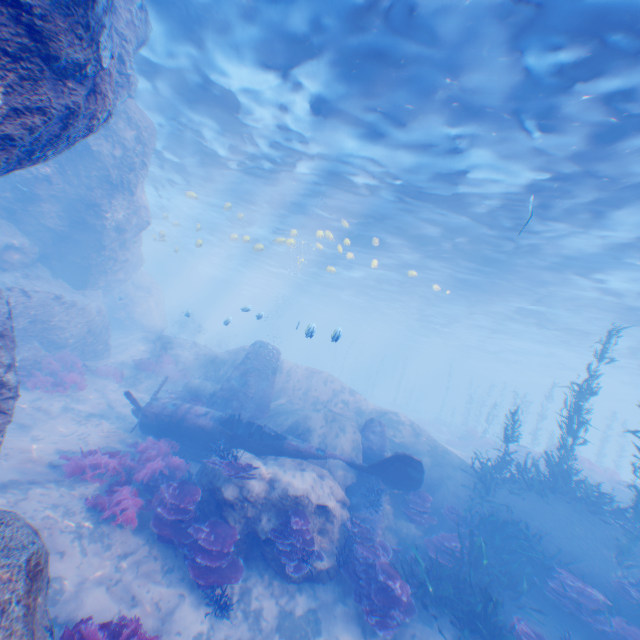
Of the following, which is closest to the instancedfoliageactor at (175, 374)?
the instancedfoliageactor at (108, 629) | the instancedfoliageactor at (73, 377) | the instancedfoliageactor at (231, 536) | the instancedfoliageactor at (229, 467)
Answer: the instancedfoliageactor at (73, 377)

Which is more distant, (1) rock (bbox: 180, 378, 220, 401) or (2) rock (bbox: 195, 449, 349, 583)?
(1) rock (bbox: 180, 378, 220, 401)

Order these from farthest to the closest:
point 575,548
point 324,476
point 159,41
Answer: point 159,41 → point 324,476 → point 575,548

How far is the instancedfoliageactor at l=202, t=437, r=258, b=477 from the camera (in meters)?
8.72

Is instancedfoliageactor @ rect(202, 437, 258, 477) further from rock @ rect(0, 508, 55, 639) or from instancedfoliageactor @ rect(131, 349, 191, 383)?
instancedfoliageactor @ rect(131, 349, 191, 383)

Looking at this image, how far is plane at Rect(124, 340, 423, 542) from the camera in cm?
1096

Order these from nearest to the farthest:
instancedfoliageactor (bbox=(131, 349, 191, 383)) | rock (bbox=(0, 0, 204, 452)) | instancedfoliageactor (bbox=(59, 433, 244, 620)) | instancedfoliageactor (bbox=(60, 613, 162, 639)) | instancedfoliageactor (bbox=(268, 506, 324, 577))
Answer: rock (bbox=(0, 0, 204, 452)), instancedfoliageactor (bbox=(60, 613, 162, 639)), instancedfoliageactor (bbox=(59, 433, 244, 620)), instancedfoliageactor (bbox=(268, 506, 324, 577)), instancedfoliageactor (bbox=(131, 349, 191, 383))

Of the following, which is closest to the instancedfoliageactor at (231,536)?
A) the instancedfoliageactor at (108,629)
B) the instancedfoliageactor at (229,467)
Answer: the instancedfoliageactor at (229,467)
